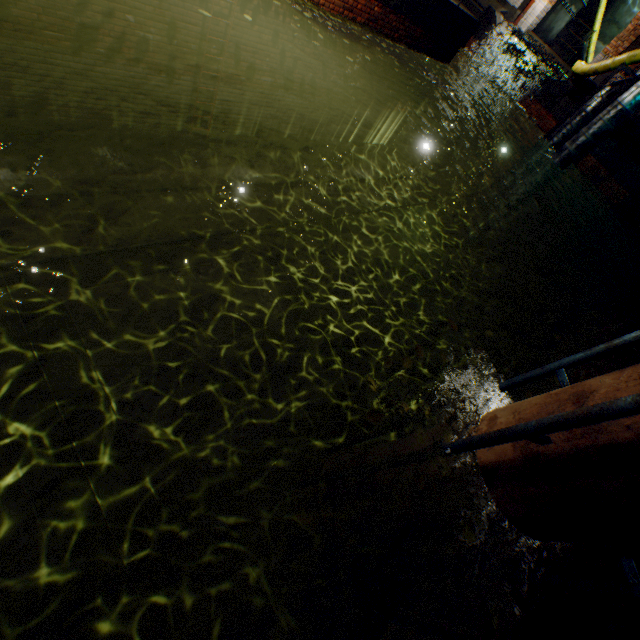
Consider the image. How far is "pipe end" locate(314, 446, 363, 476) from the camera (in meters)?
4.65

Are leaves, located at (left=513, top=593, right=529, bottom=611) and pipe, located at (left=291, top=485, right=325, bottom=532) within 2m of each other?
no

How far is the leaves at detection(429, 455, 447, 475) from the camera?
2.39m

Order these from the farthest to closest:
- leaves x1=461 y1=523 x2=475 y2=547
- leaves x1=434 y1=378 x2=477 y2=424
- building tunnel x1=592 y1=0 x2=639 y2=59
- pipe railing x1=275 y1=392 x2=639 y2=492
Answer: building tunnel x1=592 y1=0 x2=639 y2=59
leaves x1=434 y1=378 x2=477 y2=424
leaves x1=461 y1=523 x2=475 y2=547
pipe railing x1=275 y1=392 x2=639 y2=492

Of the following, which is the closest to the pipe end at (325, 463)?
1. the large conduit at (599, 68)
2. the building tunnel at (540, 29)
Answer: the large conduit at (599, 68)

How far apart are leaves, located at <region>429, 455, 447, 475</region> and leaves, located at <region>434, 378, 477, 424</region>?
0.23m

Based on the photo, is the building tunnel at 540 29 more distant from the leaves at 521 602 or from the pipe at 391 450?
the leaves at 521 602

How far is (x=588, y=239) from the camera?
13.21m
